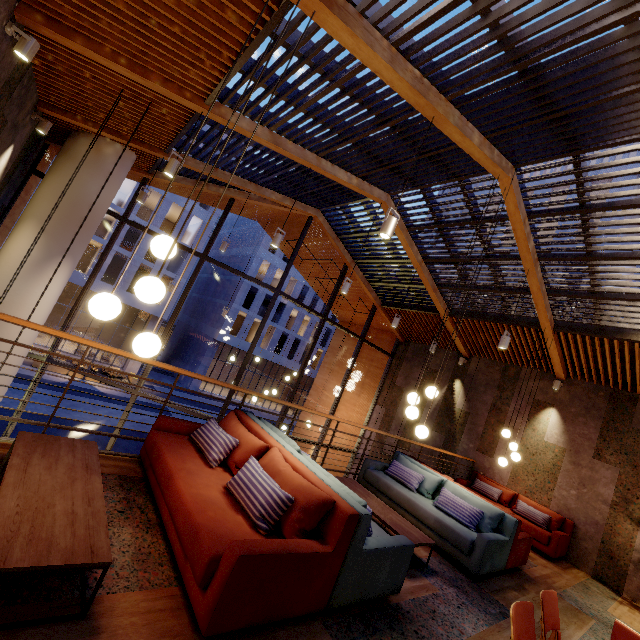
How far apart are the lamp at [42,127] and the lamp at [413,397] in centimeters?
770cm

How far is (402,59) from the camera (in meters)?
3.48

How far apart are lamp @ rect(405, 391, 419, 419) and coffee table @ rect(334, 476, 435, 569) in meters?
1.1 m

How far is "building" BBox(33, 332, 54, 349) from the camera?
26.1 meters

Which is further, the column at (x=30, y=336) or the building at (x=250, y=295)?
the building at (x=250, y=295)

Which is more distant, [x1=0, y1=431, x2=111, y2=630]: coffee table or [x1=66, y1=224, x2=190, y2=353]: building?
[x1=66, y1=224, x2=190, y2=353]: building

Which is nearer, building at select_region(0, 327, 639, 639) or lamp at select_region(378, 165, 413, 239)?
building at select_region(0, 327, 639, 639)

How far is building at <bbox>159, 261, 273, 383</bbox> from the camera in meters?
33.9 m
